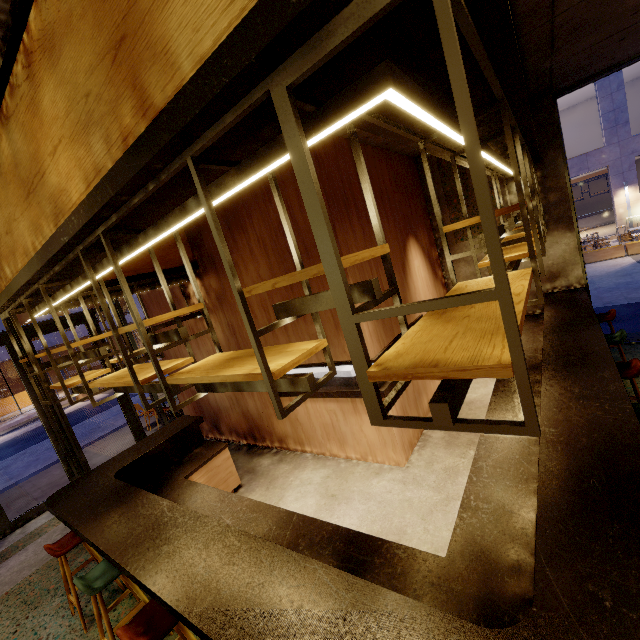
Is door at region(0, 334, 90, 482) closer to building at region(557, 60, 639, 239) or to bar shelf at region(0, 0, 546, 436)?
bar shelf at region(0, 0, 546, 436)

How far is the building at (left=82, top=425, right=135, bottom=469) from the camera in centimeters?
820cm

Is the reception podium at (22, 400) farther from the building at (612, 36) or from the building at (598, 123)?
the building at (598, 123)

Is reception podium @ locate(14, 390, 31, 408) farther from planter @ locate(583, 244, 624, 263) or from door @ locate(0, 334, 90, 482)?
planter @ locate(583, 244, 624, 263)

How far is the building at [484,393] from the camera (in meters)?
5.20

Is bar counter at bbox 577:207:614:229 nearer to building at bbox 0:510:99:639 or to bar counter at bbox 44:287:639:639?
building at bbox 0:510:99:639

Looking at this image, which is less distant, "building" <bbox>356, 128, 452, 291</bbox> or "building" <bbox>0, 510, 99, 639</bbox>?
"building" <bbox>0, 510, 99, 639</bbox>

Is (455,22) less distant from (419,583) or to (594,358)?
(419,583)
